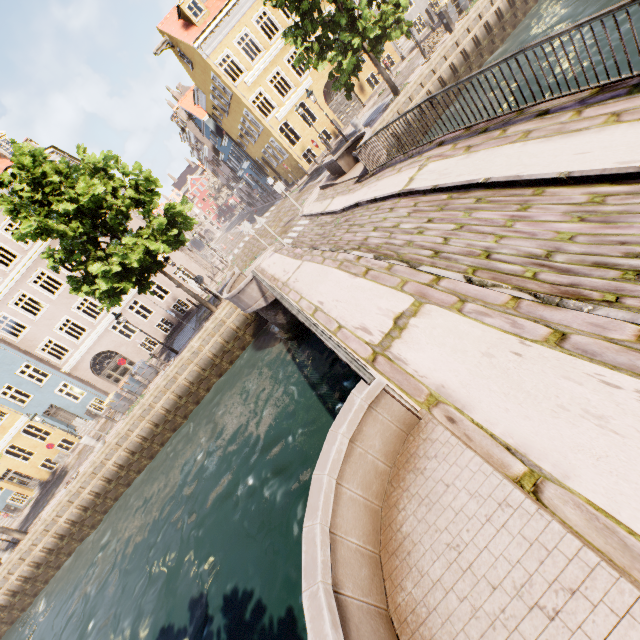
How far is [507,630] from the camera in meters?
2.2 m

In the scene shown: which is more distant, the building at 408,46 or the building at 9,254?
the building at 408,46

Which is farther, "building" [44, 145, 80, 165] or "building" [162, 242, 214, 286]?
"building" [162, 242, 214, 286]

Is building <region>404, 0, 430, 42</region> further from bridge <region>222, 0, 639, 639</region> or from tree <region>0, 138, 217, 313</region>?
bridge <region>222, 0, 639, 639</region>

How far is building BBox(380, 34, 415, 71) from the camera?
25.8m

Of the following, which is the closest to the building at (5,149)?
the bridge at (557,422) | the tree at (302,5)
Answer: the tree at (302,5)
